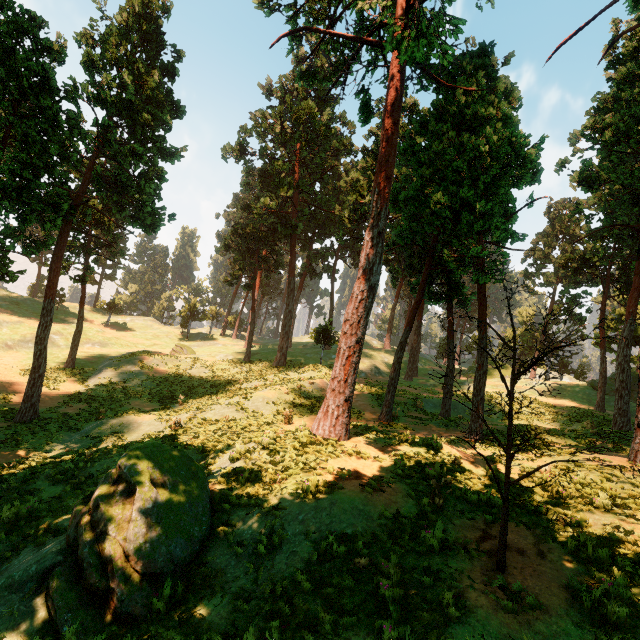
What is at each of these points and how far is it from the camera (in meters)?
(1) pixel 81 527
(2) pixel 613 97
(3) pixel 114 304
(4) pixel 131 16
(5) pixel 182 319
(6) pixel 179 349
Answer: (1) treerock, 7.32
(2) treerock, 22.84
(3) treerock, 52.75
(4) treerock, 22.58
(5) treerock, 55.06
(6) treerock, 41.78

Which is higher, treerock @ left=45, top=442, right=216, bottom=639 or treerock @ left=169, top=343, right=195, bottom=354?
treerock @ left=169, top=343, right=195, bottom=354

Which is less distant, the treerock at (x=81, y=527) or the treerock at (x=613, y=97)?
the treerock at (x=81, y=527)

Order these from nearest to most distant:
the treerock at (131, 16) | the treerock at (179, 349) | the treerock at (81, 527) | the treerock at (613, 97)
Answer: the treerock at (81, 527)
the treerock at (613, 97)
the treerock at (131, 16)
the treerock at (179, 349)

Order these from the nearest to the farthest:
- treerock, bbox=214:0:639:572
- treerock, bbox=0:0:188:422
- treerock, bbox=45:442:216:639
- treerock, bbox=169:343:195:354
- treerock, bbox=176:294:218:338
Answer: treerock, bbox=45:442:216:639 < treerock, bbox=214:0:639:572 < treerock, bbox=0:0:188:422 < treerock, bbox=169:343:195:354 < treerock, bbox=176:294:218:338

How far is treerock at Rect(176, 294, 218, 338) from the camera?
54.1m

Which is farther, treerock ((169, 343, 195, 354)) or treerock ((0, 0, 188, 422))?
treerock ((169, 343, 195, 354))
